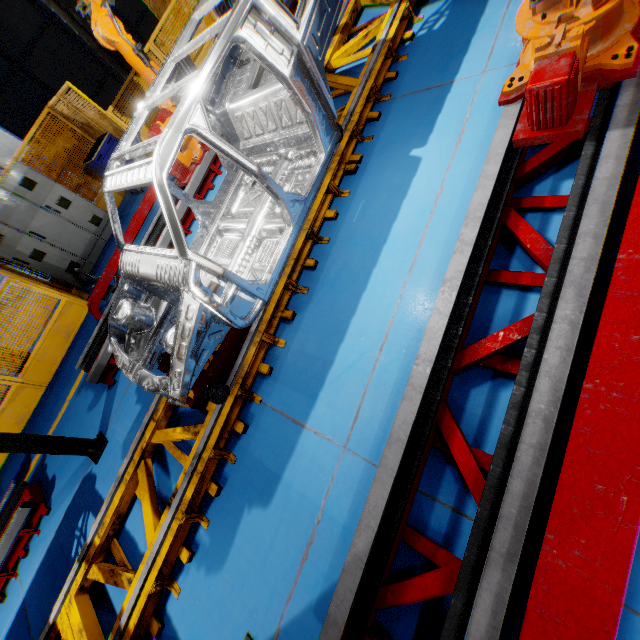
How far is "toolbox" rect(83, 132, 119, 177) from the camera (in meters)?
7.55

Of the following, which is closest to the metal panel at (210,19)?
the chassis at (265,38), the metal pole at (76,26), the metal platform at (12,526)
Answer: the metal pole at (76,26)

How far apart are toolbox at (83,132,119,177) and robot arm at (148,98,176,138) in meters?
2.6 m

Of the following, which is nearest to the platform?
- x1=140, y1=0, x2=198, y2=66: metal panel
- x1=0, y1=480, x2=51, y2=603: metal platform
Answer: x1=0, y1=480, x2=51, y2=603: metal platform

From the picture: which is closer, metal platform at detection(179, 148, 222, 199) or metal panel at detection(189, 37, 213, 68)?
metal platform at detection(179, 148, 222, 199)

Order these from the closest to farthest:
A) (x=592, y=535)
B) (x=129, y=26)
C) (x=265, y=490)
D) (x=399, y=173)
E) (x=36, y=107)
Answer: (x=592, y=535), (x=265, y=490), (x=399, y=173), (x=36, y=107), (x=129, y=26)

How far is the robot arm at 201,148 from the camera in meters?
5.8
